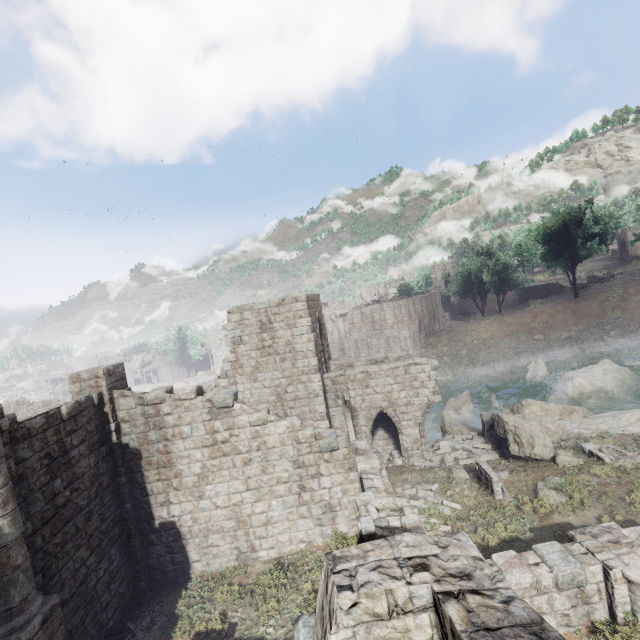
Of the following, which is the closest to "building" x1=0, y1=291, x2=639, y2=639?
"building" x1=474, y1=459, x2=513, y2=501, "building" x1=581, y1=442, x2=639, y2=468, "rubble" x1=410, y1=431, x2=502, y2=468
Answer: "rubble" x1=410, y1=431, x2=502, y2=468

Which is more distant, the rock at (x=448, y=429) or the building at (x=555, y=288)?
the building at (x=555, y=288)

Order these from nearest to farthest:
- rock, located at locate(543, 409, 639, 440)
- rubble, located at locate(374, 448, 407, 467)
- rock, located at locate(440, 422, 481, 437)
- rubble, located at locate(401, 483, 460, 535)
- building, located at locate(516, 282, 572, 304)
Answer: rubble, located at locate(401, 483, 460, 535) → rock, located at locate(543, 409, 639, 440) → rubble, located at locate(374, 448, 407, 467) → rock, located at locate(440, 422, 481, 437) → building, located at locate(516, 282, 572, 304)

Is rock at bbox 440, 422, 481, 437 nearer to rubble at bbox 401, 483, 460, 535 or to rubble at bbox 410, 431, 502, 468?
rubble at bbox 410, 431, 502, 468

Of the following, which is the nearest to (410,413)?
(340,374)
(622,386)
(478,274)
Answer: (340,374)

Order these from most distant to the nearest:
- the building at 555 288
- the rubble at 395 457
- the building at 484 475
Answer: the building at 555 288
the rubble at 395 457
the building at 484 475

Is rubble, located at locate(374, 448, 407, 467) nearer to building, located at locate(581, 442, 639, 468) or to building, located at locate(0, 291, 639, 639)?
building, located at locate(0, 291, 639, 639)

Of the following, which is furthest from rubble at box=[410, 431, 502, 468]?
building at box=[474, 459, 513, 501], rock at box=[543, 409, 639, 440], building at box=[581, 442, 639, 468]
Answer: building at box=[581, 442, 639, 468]
